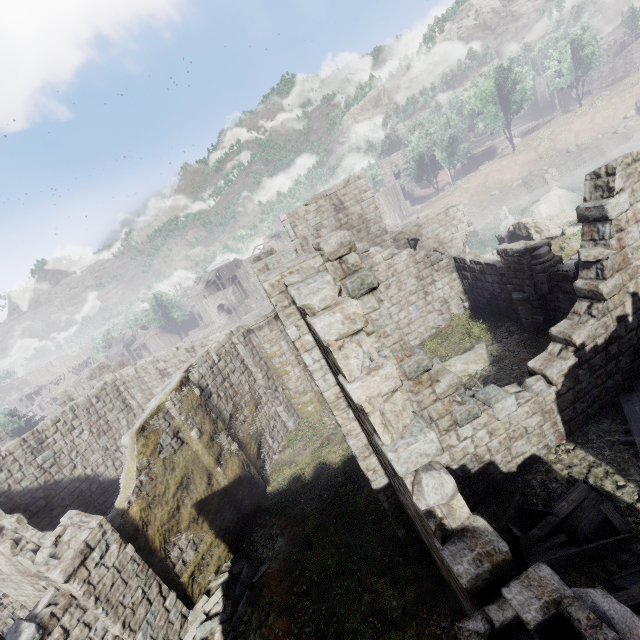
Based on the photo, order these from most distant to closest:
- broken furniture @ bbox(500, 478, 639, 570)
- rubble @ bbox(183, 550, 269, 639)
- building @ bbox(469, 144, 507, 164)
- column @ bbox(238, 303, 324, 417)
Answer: building @ bbox(469, 144, 507, 164)
column @ bbox(238, 303, 324, 417)
rubble @ bbox(183, 550, 269, 639)
broken furniture @ bbox(500, 478, 639, 570)

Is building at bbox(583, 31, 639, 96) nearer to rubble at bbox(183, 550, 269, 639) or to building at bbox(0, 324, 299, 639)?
building at bbox(0, 324, 299, 639)

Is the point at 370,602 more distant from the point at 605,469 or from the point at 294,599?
the point at 605,469

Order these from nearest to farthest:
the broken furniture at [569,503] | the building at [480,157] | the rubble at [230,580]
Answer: the broken furniture at [569,503], the rubble at [230,580], the building at [480,157]

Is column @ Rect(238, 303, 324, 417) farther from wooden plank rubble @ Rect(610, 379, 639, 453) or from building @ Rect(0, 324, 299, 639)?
wooden plank rubble @ Rect(610, 379, 639, 453)

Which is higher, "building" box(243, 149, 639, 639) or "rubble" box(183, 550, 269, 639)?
"building" box(243, 149, 639, 639)

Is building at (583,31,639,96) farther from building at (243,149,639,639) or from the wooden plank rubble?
the wooden plank rubble

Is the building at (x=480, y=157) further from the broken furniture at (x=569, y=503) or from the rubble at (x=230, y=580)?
the broken furniture at (x=569, y=503)
